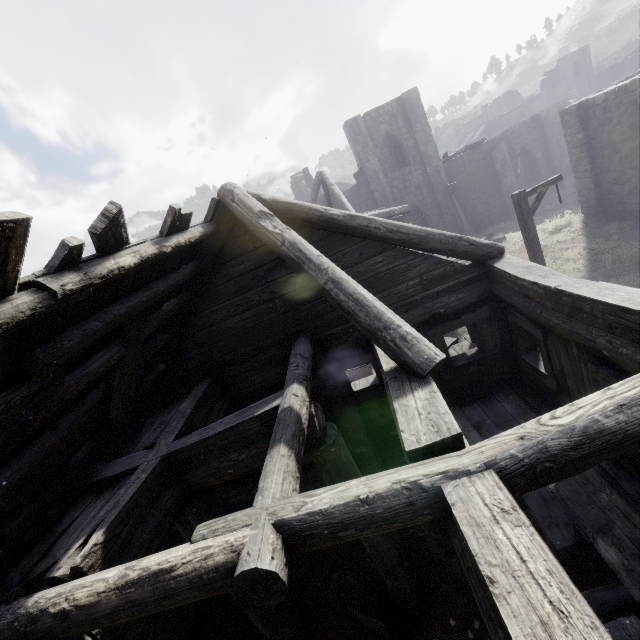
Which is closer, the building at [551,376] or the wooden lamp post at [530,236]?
the building at [551,376]

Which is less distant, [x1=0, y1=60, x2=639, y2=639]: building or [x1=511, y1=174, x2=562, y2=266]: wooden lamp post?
[x1=0, y1=60, x2=639, y2=639]: building

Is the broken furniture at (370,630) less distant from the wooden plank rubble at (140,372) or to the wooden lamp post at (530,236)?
the wooden plank rubble at (140,372)

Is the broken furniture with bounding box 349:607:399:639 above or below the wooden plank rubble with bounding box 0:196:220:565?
below

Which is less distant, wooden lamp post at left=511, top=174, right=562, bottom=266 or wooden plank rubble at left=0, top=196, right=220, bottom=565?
wooden plank rubble at left=0, top=196, right=220, bottom=565

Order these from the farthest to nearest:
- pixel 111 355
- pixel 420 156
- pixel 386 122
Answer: pixel 420 156
pixel 386 122
pixel 111 355

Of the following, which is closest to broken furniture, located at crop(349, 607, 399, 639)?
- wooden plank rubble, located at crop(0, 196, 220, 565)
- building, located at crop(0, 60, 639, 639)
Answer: building, located at crop(0, 60, 639, 639)

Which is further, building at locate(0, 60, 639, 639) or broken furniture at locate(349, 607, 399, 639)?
broken furniture at locate(349, 607, 399, 639)
